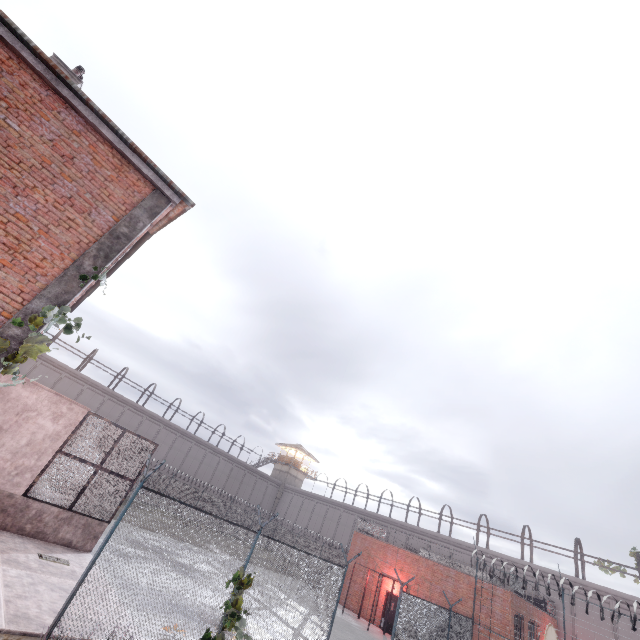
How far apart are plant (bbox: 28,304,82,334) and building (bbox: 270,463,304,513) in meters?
52.6 m

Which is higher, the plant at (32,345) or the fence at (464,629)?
the plant at (32,345)

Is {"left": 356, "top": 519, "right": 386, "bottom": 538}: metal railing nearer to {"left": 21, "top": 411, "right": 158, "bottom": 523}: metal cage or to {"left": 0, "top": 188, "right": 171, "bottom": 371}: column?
{"left": 21, "top": 411, "right": 158, "bottom": 523}: metal cage

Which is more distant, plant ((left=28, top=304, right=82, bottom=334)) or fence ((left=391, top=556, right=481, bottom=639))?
fence ((left=391, top=556, right=481, bottom=639))

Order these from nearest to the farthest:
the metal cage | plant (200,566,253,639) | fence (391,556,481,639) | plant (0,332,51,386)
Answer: plant (0,332,51,386)
plant (200,566,253,639)
the metal cage
fence (391,556,481,639)

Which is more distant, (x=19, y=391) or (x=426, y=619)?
(x=426, y=619)

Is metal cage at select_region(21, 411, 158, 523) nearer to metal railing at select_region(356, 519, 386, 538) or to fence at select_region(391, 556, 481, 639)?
metal railing at select_region(356, 519, 386, 538)

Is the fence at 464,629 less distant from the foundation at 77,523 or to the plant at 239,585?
the plant at 239,585
